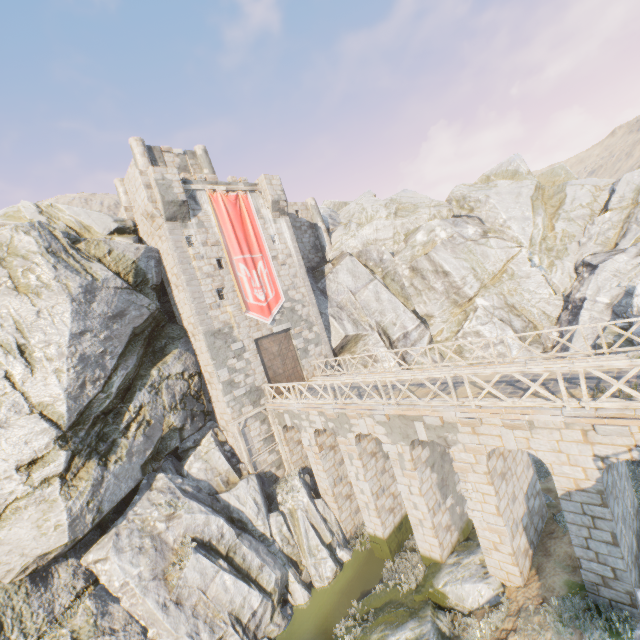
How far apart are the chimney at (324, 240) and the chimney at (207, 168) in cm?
734

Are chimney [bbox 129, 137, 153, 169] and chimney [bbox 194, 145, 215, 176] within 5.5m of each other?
yes

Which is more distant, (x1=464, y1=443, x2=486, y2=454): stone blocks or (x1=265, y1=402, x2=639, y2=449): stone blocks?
(x1=464, y1=443, x2=486, y2=454): stone blocks

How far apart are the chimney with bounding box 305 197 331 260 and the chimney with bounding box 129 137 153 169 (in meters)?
11.89

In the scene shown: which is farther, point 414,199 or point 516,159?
point 414,199

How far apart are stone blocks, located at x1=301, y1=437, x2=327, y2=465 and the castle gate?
3.4 meters

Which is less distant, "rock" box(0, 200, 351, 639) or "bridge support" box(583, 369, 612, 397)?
"bridge support" box(583, 369, 612, 397)

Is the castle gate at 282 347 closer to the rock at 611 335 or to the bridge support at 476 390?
the rock at 611 335
